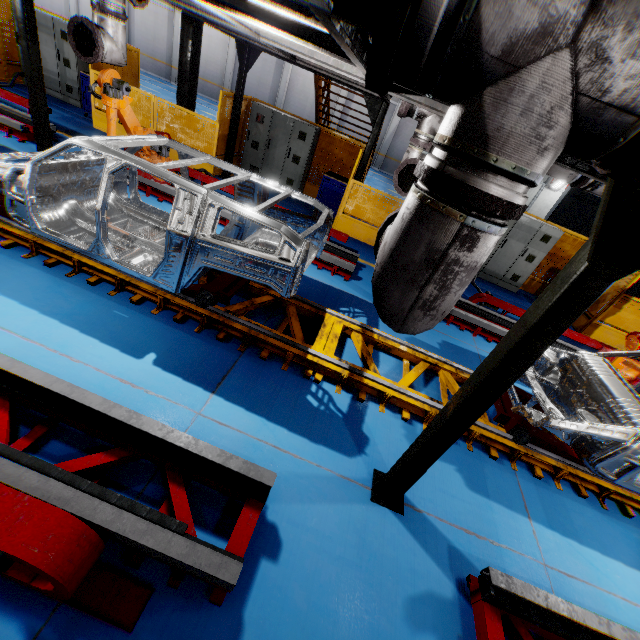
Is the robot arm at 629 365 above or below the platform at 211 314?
above

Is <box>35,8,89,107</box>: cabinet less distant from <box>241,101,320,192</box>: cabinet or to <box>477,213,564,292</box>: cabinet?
<box>241,101,320,192</box>: cabinet

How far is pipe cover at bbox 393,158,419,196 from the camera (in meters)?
5.09

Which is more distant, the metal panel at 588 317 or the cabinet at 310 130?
the cabinet at 310 130

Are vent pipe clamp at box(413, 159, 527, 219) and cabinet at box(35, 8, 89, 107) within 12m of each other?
no

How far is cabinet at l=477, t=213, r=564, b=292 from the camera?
9.6m

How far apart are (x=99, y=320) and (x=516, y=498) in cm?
563

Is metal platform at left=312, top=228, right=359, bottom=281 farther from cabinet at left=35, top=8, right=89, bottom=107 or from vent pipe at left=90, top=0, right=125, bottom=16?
cabinet at left=35, top=8, right=89, bottom=107
